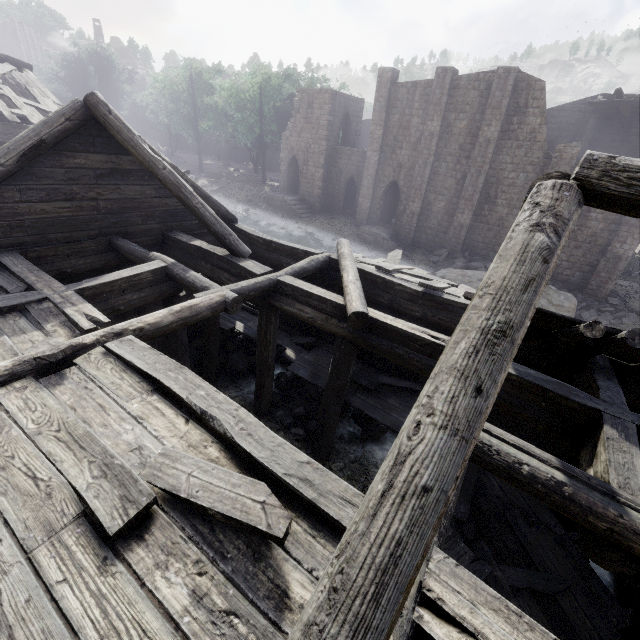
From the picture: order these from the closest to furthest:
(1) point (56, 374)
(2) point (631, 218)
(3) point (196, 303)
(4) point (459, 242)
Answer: (1) point (56, 374), (3) point (196, 303), (2) point (631, 218), (4) point (459, 242)

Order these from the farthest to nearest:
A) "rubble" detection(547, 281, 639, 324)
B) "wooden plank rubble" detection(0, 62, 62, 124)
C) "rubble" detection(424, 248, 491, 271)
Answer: "rubble" detection(424, 248, 491, 271) < "rubble" detection(547, 281, 639, 324) < "wooden plank rubble" detection(0, 62, 62, 124)

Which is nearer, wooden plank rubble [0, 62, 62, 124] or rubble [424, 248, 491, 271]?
wooden plank rubble [0, 62, 62, 124]

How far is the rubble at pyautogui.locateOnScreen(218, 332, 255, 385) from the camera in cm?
1173

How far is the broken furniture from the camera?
6.35m

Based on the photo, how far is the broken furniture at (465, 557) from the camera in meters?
6.4 m

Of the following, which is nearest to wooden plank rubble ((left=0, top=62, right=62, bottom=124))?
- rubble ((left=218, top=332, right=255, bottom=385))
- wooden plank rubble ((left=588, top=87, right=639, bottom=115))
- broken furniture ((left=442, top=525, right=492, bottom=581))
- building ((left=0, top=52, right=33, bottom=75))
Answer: building ((left=0, top=52, right=33, bottom=75))

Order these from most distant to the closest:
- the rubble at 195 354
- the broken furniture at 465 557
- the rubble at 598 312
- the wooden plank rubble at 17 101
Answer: the rubble at 598 312, the wooden plank rubble at 17 101, the rubble at 195 354, the broken furniture at 465 557
